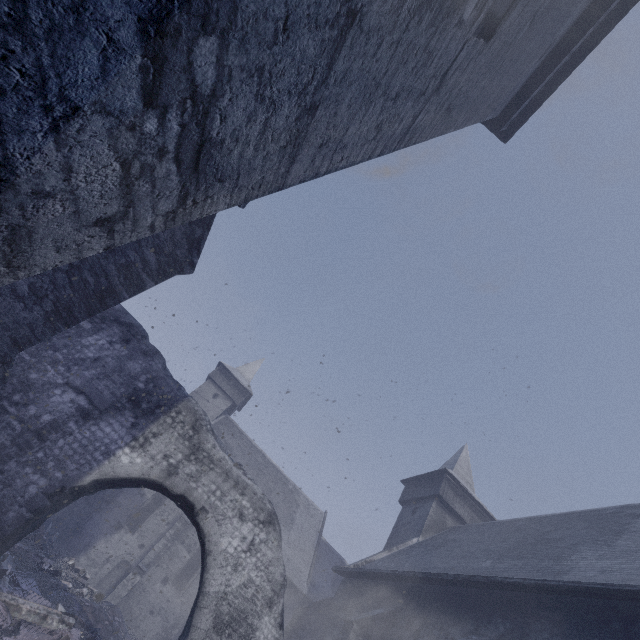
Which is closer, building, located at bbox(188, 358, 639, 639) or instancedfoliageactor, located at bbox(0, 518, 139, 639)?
instancedfoliageactor, located at bbox(0, 518, 139, 639)

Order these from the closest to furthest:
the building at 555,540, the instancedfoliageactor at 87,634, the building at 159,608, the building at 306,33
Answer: the building at 306,33, the instancedfoliageactor at 87,634, the building at 555,540, the building at 159,608

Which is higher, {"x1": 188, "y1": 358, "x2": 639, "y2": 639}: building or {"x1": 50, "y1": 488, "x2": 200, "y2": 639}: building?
{"x1": 188, "y1": 358, "x2": 639, "y2": 639}: building

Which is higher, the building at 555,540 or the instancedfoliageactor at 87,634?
the building at 555,540

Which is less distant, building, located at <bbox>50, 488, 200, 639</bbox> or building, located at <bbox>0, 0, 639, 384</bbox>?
building, located at <bbox>0, 0, 639, 384</bbox>

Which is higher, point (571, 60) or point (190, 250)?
point (571, 60)

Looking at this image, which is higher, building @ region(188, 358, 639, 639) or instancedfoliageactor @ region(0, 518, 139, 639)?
building @ region(188, 358, 639, 639)

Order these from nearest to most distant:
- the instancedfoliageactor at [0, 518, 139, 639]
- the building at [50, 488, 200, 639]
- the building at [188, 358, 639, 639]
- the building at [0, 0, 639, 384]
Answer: the building at [0, 0, 639, 384]
the instancedfoliageactor at [0, 518, 139, 639]
the building at [188, 358, 639, 639]
the building at [50, 488, 200, 639]
